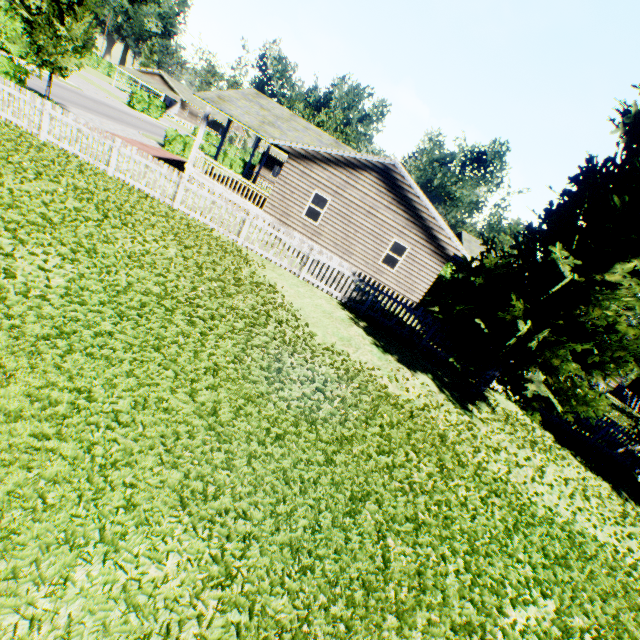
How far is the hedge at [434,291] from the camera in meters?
19.9 m

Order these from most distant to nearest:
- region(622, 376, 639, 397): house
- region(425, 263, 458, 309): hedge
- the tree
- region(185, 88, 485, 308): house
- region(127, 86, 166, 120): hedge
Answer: region(127, 86, 166, 120): hedge → region(622, 376, 639, 397): house → region(425, 263, 458, 309): hedge → region(185, 88, 485, 308): house → the tree

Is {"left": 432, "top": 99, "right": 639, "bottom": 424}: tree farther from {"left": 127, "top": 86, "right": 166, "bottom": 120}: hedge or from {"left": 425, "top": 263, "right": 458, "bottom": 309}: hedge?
{"left": 127, "top": 86, "right": 166, "bottom": 120}: hedge

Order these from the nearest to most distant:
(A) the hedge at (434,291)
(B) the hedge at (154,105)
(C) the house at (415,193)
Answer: (C) the house at (415,193), (A) the hedge at (434,291), (B) the hedge at (154,105)

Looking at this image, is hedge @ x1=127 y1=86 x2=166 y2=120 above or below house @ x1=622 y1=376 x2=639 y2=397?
below

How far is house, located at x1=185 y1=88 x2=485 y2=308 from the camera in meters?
16.6 m

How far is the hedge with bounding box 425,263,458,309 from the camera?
19.9 meters

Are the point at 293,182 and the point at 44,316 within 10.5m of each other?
no
